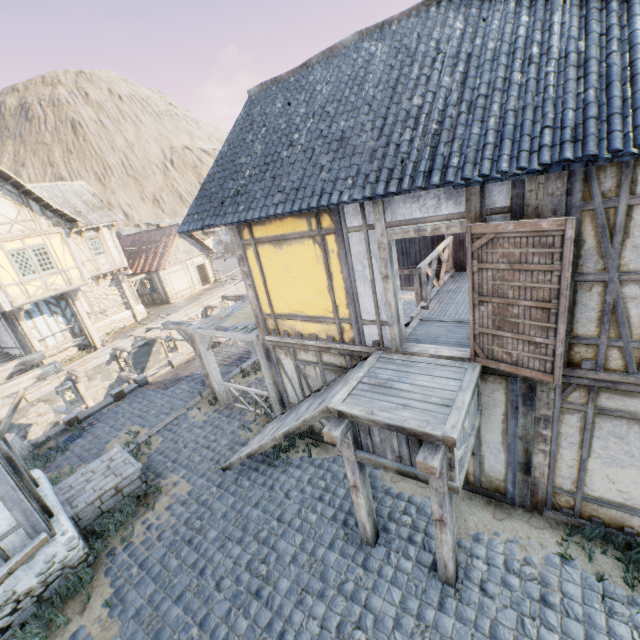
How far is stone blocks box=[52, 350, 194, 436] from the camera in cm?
1163

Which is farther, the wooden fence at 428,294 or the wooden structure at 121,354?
the wooden structure at 121,354

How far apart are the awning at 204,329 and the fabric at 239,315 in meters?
0.0 m

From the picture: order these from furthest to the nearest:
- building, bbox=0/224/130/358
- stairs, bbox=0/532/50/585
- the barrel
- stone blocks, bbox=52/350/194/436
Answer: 1. building, bbox=0/224/130/358
2. stone blocks, bbox=52/350/194/436
3. the barrel
4. stairs, bbox=0/532/50/585

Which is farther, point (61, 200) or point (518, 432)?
point (61, 200)

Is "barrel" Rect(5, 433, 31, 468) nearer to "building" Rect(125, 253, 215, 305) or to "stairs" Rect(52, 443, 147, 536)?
"stairs" Rect(52, 443, 147, 536)

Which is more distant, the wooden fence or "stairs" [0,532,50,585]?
the wooden fence

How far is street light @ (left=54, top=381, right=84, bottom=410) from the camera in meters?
6.7
